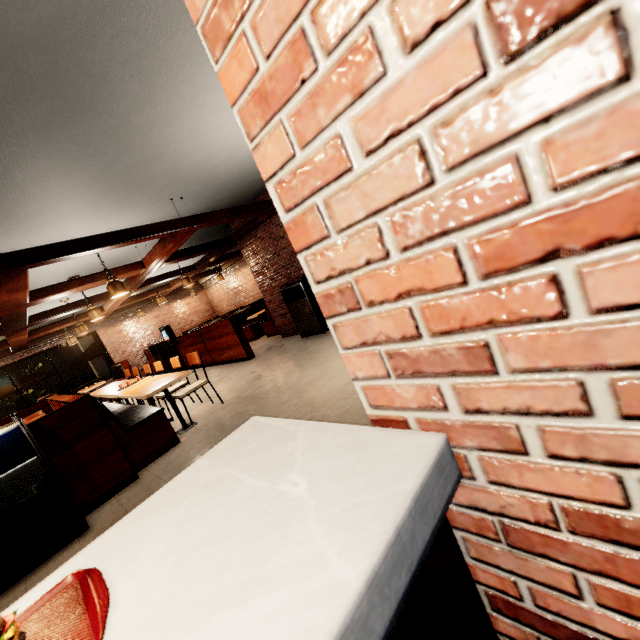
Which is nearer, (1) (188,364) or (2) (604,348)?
(2) (604,348)

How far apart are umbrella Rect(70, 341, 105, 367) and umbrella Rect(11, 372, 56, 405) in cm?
109

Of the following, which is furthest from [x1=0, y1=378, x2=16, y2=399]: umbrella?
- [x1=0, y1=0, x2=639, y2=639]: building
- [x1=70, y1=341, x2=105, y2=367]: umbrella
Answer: [x1=70, y1=341, x2=105, y2=367]: umbrella

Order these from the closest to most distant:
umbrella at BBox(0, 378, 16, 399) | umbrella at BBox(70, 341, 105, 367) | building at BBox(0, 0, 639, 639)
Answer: building at BBox(0, 0, 639, 639)
umbrella at BBox(0, 378, 16, 399)
umbrella at BBox(70, 341, 105, 367)

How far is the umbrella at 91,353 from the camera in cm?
1295

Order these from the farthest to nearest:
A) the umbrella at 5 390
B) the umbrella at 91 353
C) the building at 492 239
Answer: the umbrella at 91 353, the umbrella at 5 390, the building at 492 239

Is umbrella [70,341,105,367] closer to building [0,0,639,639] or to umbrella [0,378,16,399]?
building [0,0,639,639]
